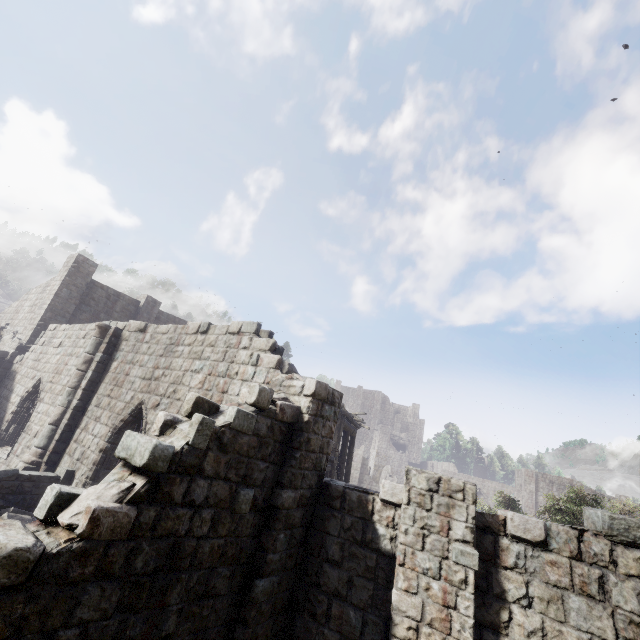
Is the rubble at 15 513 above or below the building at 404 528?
below

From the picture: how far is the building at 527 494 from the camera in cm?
4400

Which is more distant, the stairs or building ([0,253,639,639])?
the stairs

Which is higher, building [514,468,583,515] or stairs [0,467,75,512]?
building [514,468,583,515]

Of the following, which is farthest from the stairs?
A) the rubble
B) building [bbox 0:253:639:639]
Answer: building [bbox 0:253:639:639]

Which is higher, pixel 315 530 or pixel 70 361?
pixel 70 361

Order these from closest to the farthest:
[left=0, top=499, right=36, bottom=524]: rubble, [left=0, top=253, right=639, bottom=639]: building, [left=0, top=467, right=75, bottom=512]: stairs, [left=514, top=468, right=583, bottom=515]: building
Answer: [left=0, top=253, right=639, bottom=639]: building → [left=0, top=499, right=36, bottom=524]: rubble → [left=0, top=467, right=75, bottom=512]: stairs → [left=514, top=468, right=583, bottom=515]: building
